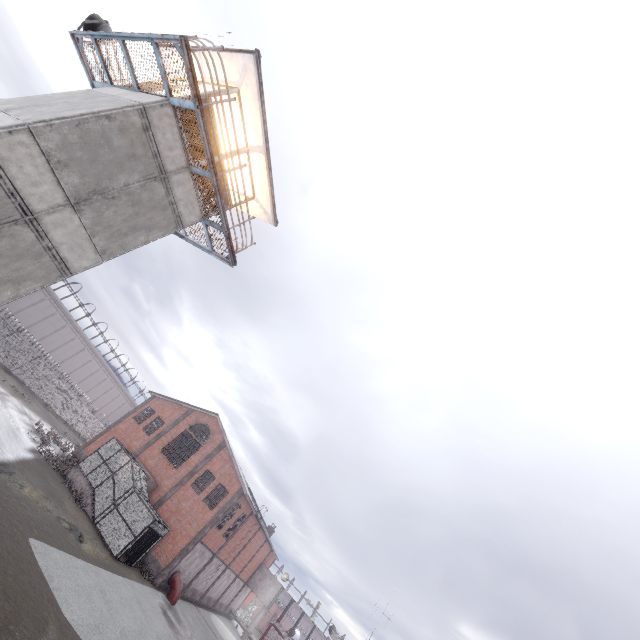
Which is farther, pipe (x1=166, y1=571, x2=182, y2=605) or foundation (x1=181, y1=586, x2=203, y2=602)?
foundation (x1=181, y1=586, x2=203, y2=602)

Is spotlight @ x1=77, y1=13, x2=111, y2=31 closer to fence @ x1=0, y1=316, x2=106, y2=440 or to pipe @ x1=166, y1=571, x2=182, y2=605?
fence @ x1=0, y1=316, x2=106, y2=440

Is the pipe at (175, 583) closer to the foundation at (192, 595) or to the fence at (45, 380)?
the foundation at (192, 595)

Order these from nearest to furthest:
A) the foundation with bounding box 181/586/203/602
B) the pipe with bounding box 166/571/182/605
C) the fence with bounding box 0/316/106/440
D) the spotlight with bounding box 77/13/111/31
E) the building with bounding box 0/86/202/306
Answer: the building with bounding box 0/86/202/306, the spotlight with bounding box 77/13/111/31, the pipe with bounding box 166/571/182/605, the foundation with bounding box 181/586/203/602, the fence with bounding box 0/316/106/440

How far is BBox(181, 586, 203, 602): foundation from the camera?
30.2 meters

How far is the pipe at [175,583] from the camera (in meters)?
25.39

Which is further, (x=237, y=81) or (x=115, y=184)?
(x=237, y=81)

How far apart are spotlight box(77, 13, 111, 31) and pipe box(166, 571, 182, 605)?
34.67m
